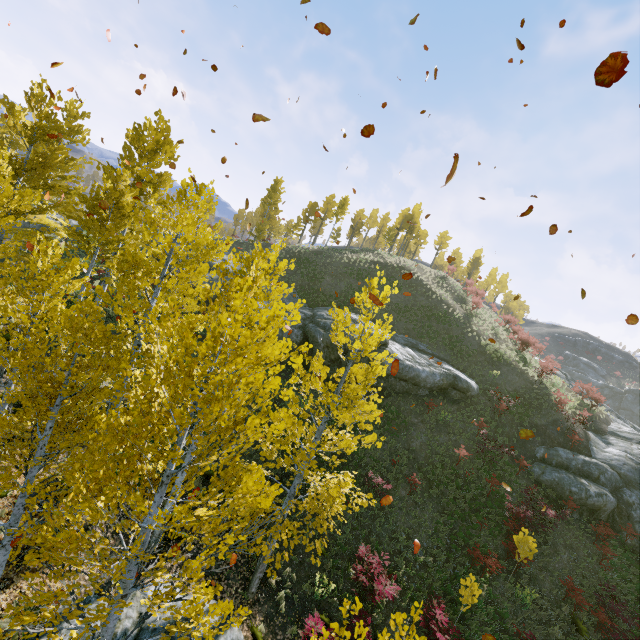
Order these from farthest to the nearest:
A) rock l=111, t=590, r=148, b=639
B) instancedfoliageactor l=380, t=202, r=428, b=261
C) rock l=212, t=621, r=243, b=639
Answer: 1. instancedfoliageactor l=380, t=202, r=428, b=261
2. rock l=212, t=621, r=243, b=639
3. rock l=111, t=590, r=148, b=639

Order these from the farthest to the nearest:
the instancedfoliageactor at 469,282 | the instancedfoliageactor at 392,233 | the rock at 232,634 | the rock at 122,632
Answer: the instancedfoliageactor at 392,233 → the instancedfoliageactor at 469,282 → the rock at 232,634 → the rock at 122,632

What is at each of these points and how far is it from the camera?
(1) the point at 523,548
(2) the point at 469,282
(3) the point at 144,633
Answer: (1) instancedfoliageactor, 13.3m
(2) instancedfoliageactor, 44.3m
(3) rock, 8.0m

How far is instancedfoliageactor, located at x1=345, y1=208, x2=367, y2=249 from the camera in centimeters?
5675cm

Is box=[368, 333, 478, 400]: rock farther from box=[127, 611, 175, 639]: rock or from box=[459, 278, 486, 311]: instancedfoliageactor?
box=[127, 611, 175, 639]: rock

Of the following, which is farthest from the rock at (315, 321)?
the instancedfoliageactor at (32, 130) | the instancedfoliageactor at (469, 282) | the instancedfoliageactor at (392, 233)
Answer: the instancedfoliageactor at (392, 233)

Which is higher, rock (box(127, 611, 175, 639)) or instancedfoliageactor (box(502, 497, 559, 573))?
instancedfoliageactor (box(502, 497, 559, 573))

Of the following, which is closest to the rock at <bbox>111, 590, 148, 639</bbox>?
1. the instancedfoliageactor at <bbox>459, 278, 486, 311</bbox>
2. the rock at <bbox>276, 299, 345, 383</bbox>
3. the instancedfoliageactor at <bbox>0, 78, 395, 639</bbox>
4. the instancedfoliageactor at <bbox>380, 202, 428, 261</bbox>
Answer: the instancedfoliageactor at <bbox>459, 278, 486, 311</bbox>
